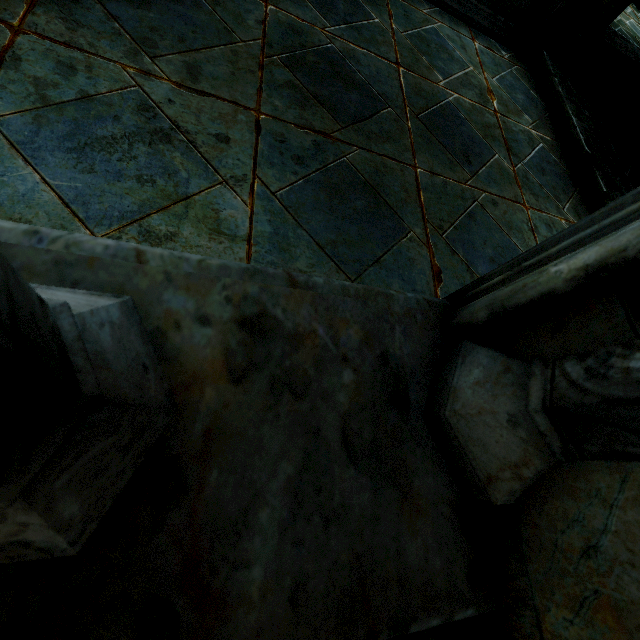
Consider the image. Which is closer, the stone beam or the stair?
the stair

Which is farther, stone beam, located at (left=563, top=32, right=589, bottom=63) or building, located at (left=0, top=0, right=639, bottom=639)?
stone beam, located at (left=563, top=32, right=589, bottom=63)

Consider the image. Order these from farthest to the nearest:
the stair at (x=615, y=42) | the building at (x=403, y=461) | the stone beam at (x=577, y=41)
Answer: the stone beam at (x=577, y=41) < the stair at (x=615, y=42) < the building at (x=403, y=461)

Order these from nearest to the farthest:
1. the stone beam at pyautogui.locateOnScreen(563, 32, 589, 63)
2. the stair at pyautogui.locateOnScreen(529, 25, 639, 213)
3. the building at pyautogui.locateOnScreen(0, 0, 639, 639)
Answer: the building at pyautogui.locateOnScreen(0, 0, 639, 639) < the stair at pyautogui.locateOnScreen(529, 25, 639, 213) < the stone beam at pyautogui.locateOnScreen(563, 32, 589, 63)

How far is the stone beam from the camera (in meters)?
4.51

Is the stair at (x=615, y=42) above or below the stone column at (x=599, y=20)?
below

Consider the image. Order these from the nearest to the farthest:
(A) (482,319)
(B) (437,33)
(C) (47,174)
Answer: (A) (482,319) < (C) (47,174) < (B) (437,33)

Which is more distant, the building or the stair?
the stair
